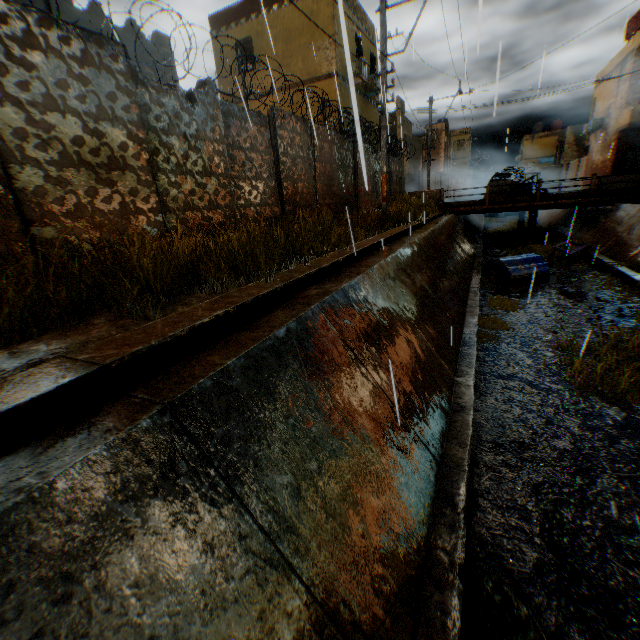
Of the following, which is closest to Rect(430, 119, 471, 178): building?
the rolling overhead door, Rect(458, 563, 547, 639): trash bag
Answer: the rolling overhead door

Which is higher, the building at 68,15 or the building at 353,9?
the building at 353,9

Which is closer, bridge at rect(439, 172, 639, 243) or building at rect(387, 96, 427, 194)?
bridge at rect(439, 172, 639, 243)

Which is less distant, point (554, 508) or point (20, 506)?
point (20, 506)

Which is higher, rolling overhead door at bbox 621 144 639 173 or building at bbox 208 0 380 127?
building at bbox 208 0 380 127

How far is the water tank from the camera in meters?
12.1

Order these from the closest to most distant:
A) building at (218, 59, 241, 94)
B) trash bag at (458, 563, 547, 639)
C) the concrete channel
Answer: the concrete channel, trash bag at (458, 563, 547, 639), building at (218, 59, 241, 94)

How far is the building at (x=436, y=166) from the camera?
37.1m
